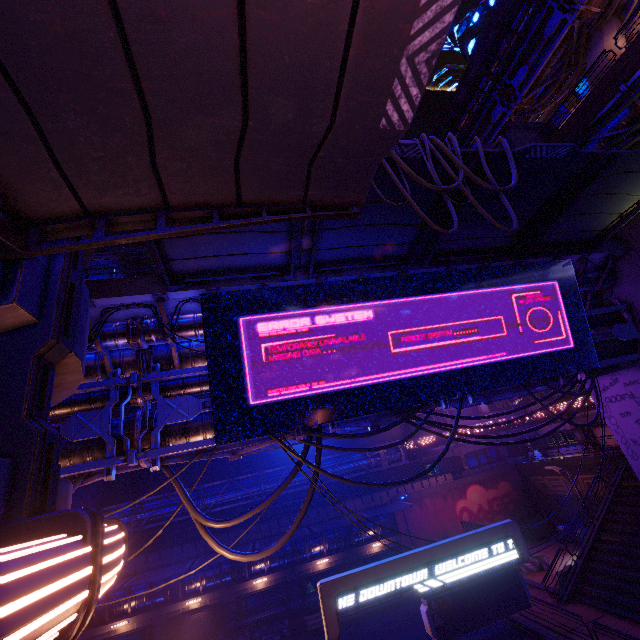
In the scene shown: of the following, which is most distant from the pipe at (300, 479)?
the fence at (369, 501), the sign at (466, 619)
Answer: the sign at (466, 619)

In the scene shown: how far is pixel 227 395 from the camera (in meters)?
9.16

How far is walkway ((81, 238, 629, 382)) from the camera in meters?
9.4

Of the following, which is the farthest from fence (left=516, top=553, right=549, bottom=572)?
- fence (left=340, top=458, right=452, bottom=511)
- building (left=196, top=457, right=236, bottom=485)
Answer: building (left=196, top=457, right=236, bottom=485)

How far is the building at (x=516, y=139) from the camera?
19.8 meters

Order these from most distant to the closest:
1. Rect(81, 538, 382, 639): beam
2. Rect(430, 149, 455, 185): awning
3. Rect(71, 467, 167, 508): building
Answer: Rect(71, 467, 167, 508): building, Rect(81, 538, 382, 639): beam, Rect(430, 149, 455, 185): awning

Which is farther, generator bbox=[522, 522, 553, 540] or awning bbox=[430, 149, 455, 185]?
generator bbox=[522, 522, 553, 540]

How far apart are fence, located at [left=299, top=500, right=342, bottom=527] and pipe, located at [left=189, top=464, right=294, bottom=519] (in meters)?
0.02
